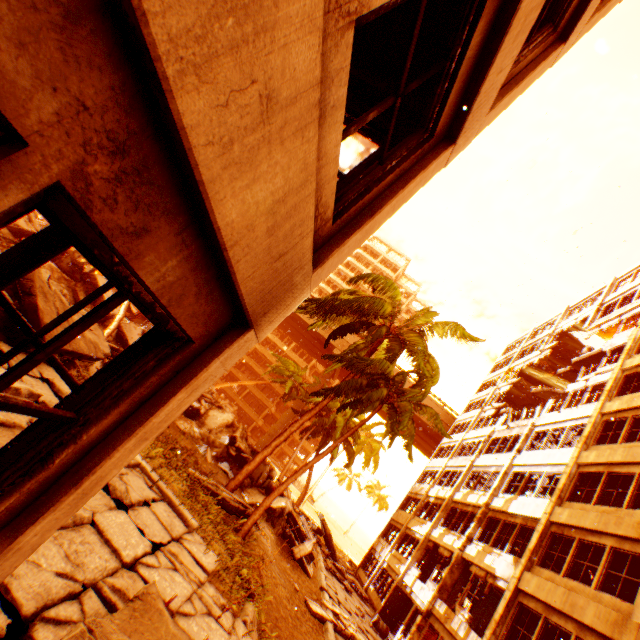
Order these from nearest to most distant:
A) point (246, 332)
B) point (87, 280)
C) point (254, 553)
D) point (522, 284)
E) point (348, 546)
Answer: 1. point (246, 332)
2. point (254, 553)
3. point (87, 280)
4. point (522, 284)
5. point (348, 546)

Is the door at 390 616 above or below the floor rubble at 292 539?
above

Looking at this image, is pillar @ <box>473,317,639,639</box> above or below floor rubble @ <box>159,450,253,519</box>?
above

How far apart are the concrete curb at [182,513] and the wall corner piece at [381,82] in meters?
7.2 m

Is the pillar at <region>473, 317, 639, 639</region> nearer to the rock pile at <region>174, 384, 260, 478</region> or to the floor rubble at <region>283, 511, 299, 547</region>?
the rock pile at <region>174, 384, 260, 478</region>

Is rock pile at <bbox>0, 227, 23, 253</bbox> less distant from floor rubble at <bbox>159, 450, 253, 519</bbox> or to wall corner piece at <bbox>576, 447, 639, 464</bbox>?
floor rubble at <bbox>159, 450, 253, 519</bbox>

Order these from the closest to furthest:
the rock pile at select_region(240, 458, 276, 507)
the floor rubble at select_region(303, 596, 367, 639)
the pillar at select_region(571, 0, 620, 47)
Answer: the pillar at select_region(571, 0, 620, 47) < the floor rubble at select_region(303, 596, 367, 639) < the rock pile at select_region(240, 458, 276, 507)

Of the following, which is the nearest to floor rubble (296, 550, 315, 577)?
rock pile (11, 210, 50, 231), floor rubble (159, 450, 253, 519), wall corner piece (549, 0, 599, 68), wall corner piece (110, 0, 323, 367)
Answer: rock pile (11, 210, 50, 231)
